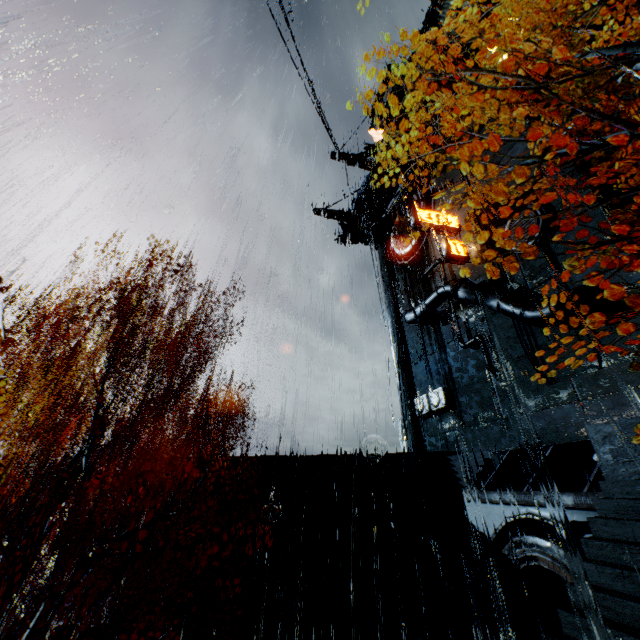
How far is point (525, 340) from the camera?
18.62m

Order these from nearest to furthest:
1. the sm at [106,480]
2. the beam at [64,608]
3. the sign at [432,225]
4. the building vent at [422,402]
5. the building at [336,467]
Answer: the sm at [106,480] → the building at [336,467] → the beam at [64,608] → the sign at [432,225] → the building vent at [422,402]

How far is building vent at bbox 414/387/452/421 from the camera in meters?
25.1

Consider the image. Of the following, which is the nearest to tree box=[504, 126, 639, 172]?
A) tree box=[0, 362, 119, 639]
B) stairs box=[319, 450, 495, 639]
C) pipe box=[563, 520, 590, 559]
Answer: pipe box=[563, 520, 590, 559]

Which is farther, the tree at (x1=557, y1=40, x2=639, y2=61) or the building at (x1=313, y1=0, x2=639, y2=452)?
the building at (x1=313, y1=0, x2=639, y2=452)

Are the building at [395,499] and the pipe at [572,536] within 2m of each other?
no

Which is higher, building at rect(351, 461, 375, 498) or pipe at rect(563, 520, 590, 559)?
building at rect(351, 461, 375, 498)

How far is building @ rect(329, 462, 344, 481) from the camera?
17.09m
